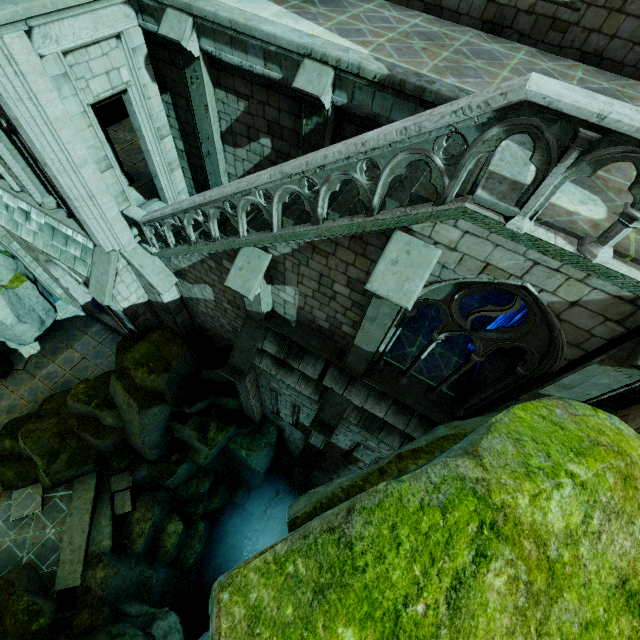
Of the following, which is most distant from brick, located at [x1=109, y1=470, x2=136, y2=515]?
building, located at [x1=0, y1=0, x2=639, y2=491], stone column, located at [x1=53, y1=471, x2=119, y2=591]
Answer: building, located at [x1=0, y1=0, x2=639, y2=491]

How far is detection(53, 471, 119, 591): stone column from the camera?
11.3 meters

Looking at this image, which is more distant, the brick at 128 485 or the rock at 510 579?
the brick at 128 485

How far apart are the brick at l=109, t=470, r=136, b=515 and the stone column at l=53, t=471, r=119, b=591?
0.02m

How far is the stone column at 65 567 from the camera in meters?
11.3

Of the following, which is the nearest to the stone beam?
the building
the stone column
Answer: the building

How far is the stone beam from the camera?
16.3m

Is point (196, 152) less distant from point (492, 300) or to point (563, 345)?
point (563, 345)
